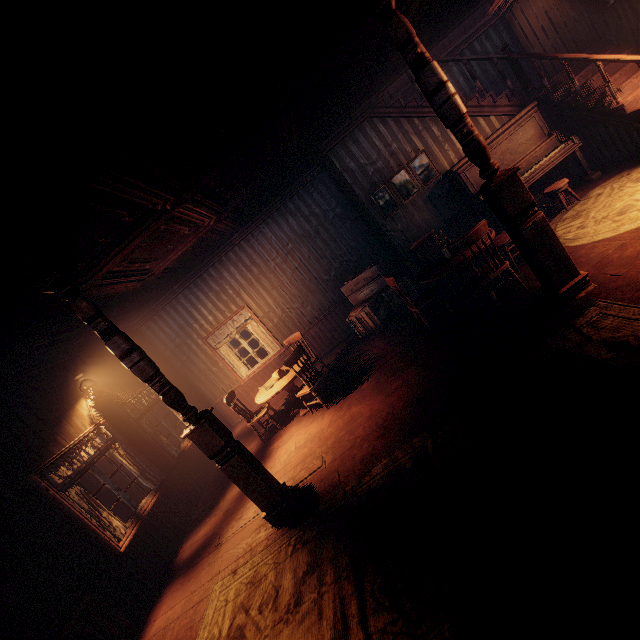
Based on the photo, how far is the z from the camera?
12.9 meters

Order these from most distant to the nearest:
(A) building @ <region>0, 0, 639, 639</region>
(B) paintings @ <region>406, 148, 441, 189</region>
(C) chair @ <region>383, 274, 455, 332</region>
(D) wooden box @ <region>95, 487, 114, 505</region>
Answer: (D) wooden box @ <region>95, 487, 114, 505</region> < (B) paintings @ <region>406, 148, 441, 189</region> < (C) chair @ <region>383, 274, 455, 332</region> < (A) building @ <region>0, 0, 639, 639</region>

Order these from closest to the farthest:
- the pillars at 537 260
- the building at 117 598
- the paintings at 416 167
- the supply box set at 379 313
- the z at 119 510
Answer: the building at 117 598 → the pillars at 537 260 → the paintings at 416 167 → the supply box set at 379 313 → the z at 119 510

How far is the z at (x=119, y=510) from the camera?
12.9m

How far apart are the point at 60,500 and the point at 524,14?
12.54m

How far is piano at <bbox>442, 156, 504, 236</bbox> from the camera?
6.43m

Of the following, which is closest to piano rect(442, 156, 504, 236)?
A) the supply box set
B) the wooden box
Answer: the supply box set

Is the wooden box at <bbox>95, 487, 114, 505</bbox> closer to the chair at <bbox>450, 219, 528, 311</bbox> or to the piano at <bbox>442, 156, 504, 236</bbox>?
the chair at <bbox>450, 219, 528, 311</bbox>
